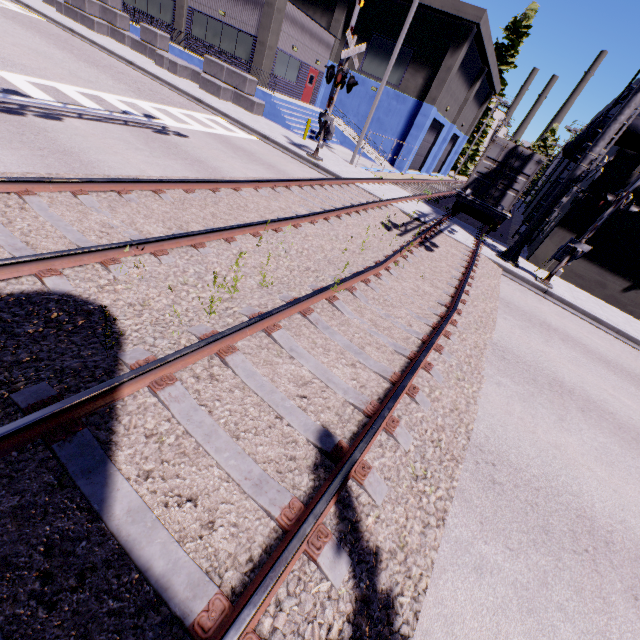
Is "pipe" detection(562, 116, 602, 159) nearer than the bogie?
Yes

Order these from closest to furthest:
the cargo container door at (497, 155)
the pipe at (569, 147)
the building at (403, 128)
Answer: the pipe at (569, 147)
the cargo container door at (497, 155)
the building at (403, 128)

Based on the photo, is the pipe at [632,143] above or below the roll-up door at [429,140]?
above

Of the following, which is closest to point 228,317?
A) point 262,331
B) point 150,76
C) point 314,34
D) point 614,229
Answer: point 262,331

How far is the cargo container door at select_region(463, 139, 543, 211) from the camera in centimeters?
1471cm

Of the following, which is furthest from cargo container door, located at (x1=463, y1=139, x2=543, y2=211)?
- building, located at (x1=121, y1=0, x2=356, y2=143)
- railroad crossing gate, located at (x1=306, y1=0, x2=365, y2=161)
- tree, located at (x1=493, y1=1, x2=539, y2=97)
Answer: tree, located at (x1=493, y1=1, x2=539, y2=97)

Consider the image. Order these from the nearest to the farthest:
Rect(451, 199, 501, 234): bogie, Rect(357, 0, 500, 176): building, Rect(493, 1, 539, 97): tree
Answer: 1. Rect(451, 199, 501, 234): bogie
2. Rect(357, 0, 500, 176): building
3. Rect(493, 1, 539, 97): tree

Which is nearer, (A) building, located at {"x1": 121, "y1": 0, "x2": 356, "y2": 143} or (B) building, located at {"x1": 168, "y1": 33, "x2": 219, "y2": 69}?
(A) building, located at {"x1": 121, "y1": 0, "x2": 356, "y2": 143}
